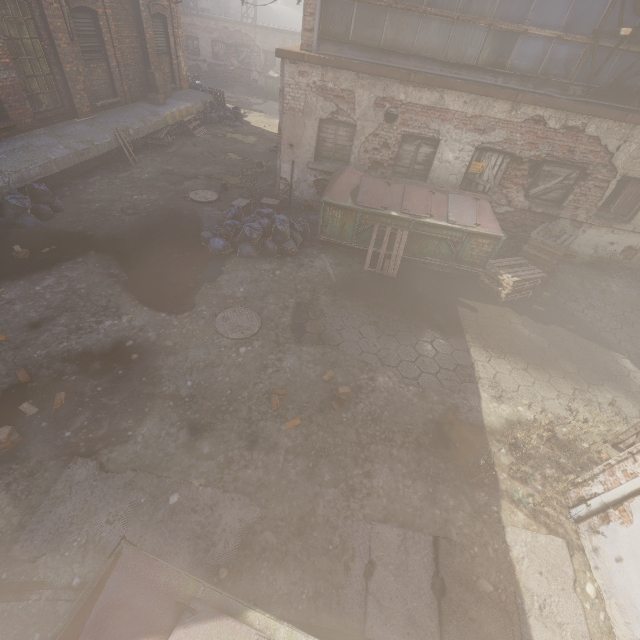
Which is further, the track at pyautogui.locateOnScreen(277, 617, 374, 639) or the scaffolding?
the scaffolding

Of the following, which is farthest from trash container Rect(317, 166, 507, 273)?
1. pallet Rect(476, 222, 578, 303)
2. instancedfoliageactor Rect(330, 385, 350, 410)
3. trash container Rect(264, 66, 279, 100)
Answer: trash container Rect(264, 66, 279, 100)

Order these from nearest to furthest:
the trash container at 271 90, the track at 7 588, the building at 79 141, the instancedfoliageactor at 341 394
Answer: the track at 7 588
the instancedfoliageactor at 341 394
the building at 79 141
the trash container at 271 90

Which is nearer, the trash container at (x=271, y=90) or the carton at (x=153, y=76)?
the carton at (x=153, y=76)

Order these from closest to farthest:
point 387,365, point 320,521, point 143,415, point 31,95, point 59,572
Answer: point 59,572 < point 320,521 < point 143,415 < point 387,365 < point 31,95

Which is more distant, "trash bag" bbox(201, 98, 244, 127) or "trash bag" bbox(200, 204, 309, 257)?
"trash bag" bbox(201, 98, 244, 127)

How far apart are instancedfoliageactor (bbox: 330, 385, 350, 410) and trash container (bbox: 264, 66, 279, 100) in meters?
23.4 m

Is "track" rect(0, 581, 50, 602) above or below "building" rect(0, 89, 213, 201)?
below
